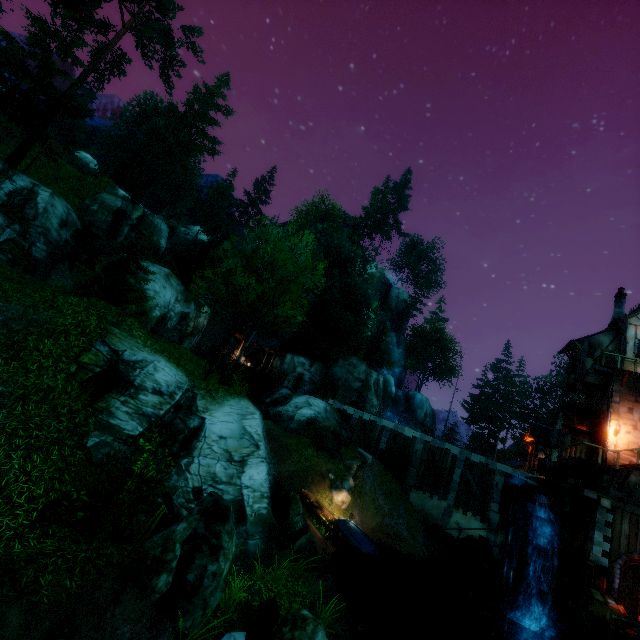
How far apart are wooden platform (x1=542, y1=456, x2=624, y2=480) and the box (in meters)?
5.46

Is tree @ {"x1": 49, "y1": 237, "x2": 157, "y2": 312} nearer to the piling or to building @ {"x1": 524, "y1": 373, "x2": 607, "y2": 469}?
building @ {"x1": 524, "y1": 373, "x2": 607, "y2": 469}

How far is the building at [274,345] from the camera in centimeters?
3794cm

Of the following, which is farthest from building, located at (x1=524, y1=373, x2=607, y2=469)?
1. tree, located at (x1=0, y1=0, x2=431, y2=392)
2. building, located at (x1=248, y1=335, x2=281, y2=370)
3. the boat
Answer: building, located at (x1=248, y1=335, x2=281, y2=370)

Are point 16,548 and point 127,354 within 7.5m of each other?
yes

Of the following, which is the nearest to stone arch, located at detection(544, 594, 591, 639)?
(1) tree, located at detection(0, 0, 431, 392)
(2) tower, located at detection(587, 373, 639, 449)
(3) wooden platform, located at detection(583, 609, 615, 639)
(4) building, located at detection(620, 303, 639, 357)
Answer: (3) wooden platform, located at detection(583, 609, 615, 639)

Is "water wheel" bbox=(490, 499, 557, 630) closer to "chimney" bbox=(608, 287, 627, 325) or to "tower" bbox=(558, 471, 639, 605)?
"tower" bbox=(558, 471, 639, 605)

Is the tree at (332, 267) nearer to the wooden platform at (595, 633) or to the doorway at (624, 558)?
the wooden platform at (595, 633)
